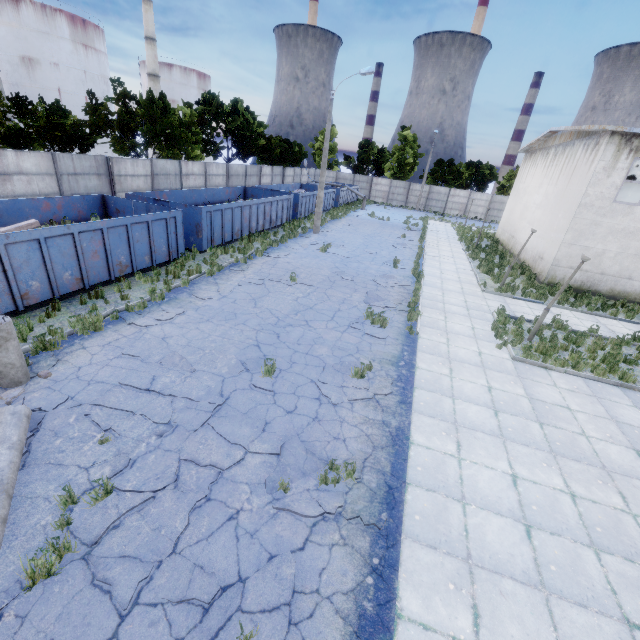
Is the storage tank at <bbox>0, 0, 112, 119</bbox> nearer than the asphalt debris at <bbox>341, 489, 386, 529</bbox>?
No

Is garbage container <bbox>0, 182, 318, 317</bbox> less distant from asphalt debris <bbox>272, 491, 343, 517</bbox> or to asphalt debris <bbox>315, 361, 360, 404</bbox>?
asphalt debris <bbox>272, 491, 343, 517</bbox>

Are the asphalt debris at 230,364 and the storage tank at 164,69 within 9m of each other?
no

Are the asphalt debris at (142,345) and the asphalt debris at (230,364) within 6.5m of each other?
yes

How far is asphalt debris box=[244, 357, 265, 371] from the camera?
8.2 meters

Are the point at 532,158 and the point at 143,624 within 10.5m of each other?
no

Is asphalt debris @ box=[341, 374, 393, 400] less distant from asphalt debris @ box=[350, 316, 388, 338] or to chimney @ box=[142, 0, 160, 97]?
asphalt debris @ box=[350, 316, 388, 338]

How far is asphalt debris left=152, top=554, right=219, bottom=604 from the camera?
3.90m
